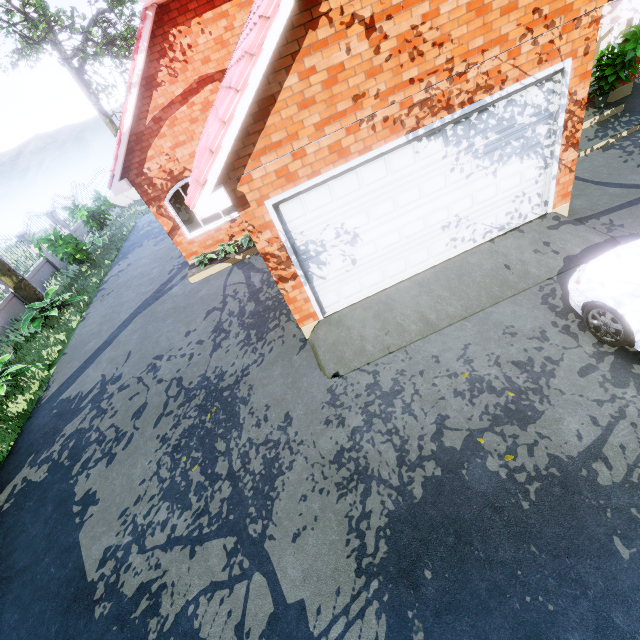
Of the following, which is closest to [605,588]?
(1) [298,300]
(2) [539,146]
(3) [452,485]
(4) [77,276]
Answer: (3) [452,485]

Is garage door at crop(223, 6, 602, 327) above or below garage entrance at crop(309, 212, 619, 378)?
above

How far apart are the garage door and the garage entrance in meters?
0.0

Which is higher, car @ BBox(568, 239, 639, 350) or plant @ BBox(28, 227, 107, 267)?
plant @ BBox(28, 227, 107, 267)

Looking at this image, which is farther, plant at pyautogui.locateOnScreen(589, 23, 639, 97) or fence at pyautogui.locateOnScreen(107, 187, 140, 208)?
fence at pyautogui.locateOnScreen(107, 187, 140, 208)

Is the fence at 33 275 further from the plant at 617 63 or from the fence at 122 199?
the plant at 617 63

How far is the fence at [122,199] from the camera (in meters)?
23.38

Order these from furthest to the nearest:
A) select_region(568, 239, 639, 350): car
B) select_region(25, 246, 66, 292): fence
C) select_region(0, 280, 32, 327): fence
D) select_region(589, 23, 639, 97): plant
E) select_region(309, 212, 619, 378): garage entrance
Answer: select_region(25, 246, 66, 292): fence < select_region(0, 280, 32, 327): fence < select_region(589, 23, 639, 97): plant < select_region(309, 212, 619, 378): garage entrance < select_region(568, 239, 639, 350): car
